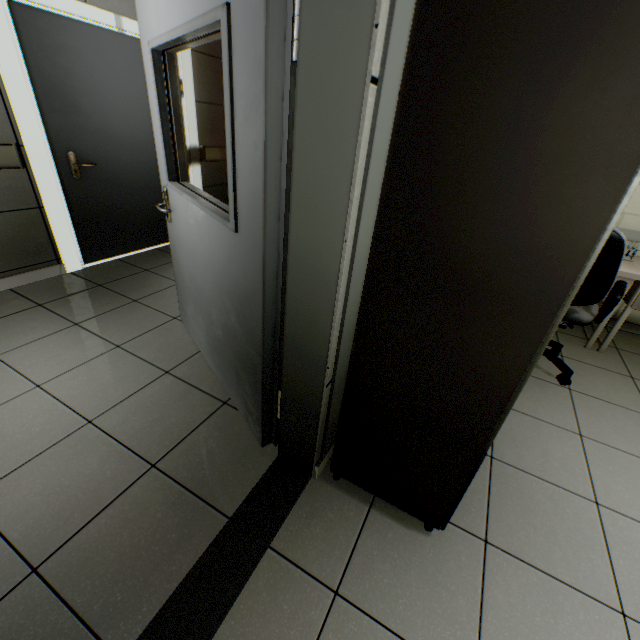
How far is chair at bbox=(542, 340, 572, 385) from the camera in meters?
2.4

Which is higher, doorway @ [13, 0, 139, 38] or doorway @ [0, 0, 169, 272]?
doorway @ [13, 0, 139, 38]

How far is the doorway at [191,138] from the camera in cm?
360

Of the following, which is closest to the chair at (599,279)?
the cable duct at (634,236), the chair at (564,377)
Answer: the chair at (564,377)

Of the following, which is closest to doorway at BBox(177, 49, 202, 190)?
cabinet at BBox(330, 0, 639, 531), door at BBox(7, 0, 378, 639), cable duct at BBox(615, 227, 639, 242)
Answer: door at BBox(7, 0, 378, 639)

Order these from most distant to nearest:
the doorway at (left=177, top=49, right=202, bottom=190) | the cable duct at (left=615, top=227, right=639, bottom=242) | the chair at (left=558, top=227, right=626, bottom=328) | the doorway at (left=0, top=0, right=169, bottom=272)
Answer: the doorway at (left=177, top=49, right=202, bottom=190) → the cable duct at (left=615, top=227, right=639, bottom=242) → the doorway at (left=0, top=0, right=169, bottom=272) → the chair at (left=558, top=227, right=626, bottom=328)

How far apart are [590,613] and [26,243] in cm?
442
